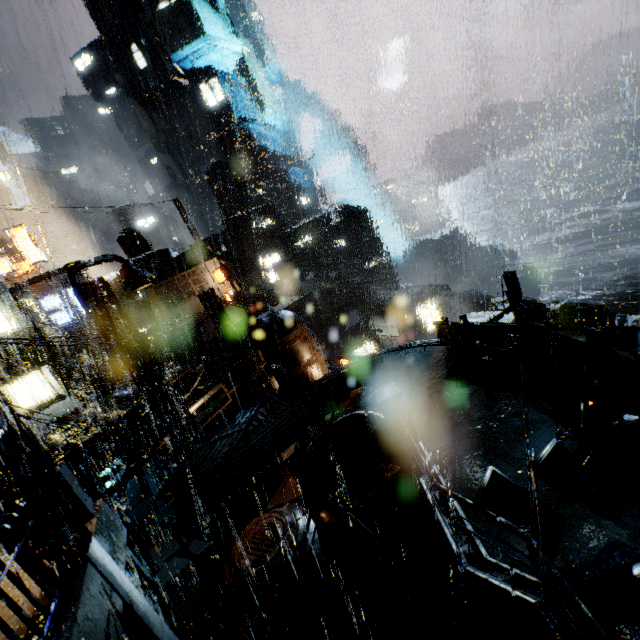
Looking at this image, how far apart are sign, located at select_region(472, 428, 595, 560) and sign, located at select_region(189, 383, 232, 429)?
12.46m

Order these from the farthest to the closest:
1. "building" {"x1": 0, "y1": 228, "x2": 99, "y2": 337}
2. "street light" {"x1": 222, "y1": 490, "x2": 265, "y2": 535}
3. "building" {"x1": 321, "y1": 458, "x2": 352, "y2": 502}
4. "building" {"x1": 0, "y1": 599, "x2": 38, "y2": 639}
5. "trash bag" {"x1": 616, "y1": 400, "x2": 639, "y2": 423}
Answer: "building" {"x1": 0, "y1": 228, "x2": 99, "y2": 337}
"building" {"x1": 321, "y1": 458, "x2": 352, "y2": 502}
"street light" {"x1": 222, "y1": 490, "x2": 265, "y2": 535}
"trash bag" {"x1": 616, "y1": 400, "x2": 639, "y2": 423}
"building" {"x1": 0, "y1": 599, "x2": 38, "y2": 639}

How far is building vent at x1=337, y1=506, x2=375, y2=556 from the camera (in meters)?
12.32

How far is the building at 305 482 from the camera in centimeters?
1532cm

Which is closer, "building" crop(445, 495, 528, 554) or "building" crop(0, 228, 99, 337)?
"building" crop(445, 495, 528, 554)

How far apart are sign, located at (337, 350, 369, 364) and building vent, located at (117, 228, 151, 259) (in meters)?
39.89

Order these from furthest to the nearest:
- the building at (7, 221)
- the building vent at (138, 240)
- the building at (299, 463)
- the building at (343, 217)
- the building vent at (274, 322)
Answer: the building at (343, 217) → the building at (7, 221) → the building vent at (138, 240) → the building vent at (274, 322) → the building at (299, 463)

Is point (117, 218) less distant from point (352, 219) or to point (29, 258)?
point (29, 258)
